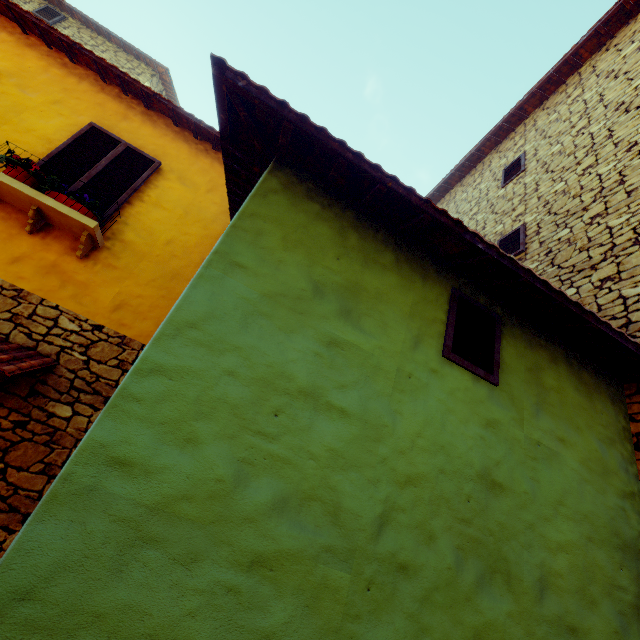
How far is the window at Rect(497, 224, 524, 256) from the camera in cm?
584

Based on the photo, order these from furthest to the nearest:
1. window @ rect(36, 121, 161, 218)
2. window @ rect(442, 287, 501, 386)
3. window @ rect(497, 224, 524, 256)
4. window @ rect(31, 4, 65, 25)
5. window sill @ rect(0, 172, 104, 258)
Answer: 1. window @ rect(31, 4, 65, 25)
2. window @ rect(497, 224, 524, 256)
3. window @ rect(36, 121, 161, 218)
4. window sill @ rect(0, 172, 104, 258)
5. window @ rect(442, 287, 501, 386)

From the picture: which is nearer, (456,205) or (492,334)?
(492,334)

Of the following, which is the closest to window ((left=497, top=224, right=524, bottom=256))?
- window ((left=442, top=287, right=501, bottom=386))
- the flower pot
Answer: the flower pot

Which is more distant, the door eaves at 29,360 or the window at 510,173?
the window at 510,173

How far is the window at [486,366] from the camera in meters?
2.6 m

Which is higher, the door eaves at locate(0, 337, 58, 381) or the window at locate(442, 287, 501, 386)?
the window at locate(442, 287, 501, 386)

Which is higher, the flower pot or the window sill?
the flower pot
